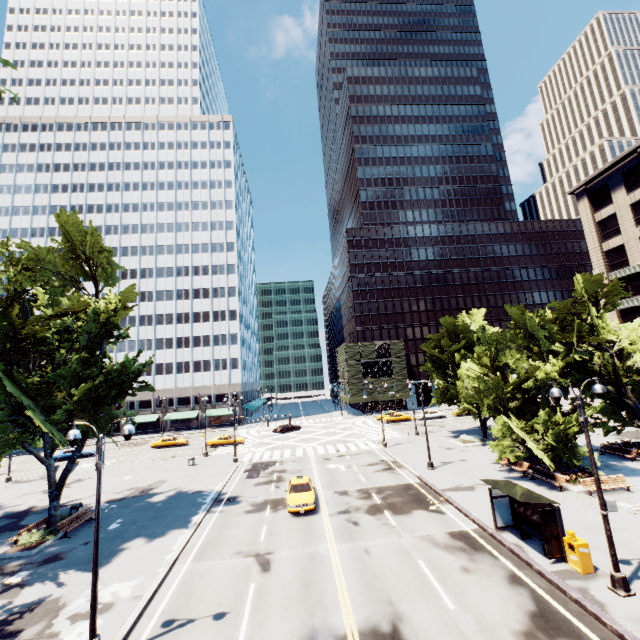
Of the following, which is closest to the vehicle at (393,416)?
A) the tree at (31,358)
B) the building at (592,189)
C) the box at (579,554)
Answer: the tree at (31,358)

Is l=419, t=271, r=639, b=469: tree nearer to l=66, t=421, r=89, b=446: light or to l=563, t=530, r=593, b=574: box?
l=66, t=421, r=89, b=446: light

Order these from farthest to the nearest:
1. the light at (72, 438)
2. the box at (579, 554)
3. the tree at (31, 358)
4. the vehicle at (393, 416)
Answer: the vehicle at (393, 416)
the tree at (31, 358)
the box at (579, 554)
the light at (72, 438)

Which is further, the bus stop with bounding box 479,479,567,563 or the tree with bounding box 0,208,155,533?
the tree with bounding box 0,208,155,533

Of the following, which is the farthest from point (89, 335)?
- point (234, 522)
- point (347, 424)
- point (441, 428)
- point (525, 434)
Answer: point (347, 424)

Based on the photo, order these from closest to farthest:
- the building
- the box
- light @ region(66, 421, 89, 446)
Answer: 1. light @ region(66, 421, 89, 446)
2. the box
3. the building

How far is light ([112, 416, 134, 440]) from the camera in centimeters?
1153cm
